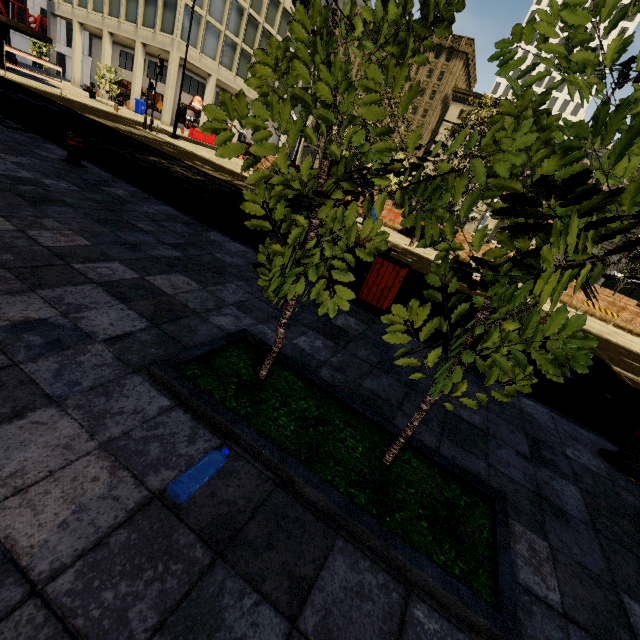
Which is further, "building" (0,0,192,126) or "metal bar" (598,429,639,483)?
"building" (0,0,192,126)

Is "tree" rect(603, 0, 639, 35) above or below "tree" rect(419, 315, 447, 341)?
above

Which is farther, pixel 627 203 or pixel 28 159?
pixel 28 159

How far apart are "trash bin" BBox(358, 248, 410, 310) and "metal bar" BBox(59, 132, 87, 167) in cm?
613

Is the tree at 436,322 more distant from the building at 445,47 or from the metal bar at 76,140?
the building at 445,47

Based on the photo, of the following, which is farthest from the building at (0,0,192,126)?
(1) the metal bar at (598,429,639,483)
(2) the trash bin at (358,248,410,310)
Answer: (1) the metal bar at (598,429,639,483)

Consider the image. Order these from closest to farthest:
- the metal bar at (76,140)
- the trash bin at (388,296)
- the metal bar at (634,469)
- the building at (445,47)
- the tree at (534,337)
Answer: the tree at (534,337), the metal bar at (634,469), the trash bin at (388,296), the metal bar at (76,140), the building at (445,47)

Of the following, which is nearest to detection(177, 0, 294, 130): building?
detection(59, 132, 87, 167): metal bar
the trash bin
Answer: detection(59, 132, 87, 167): metal bar
